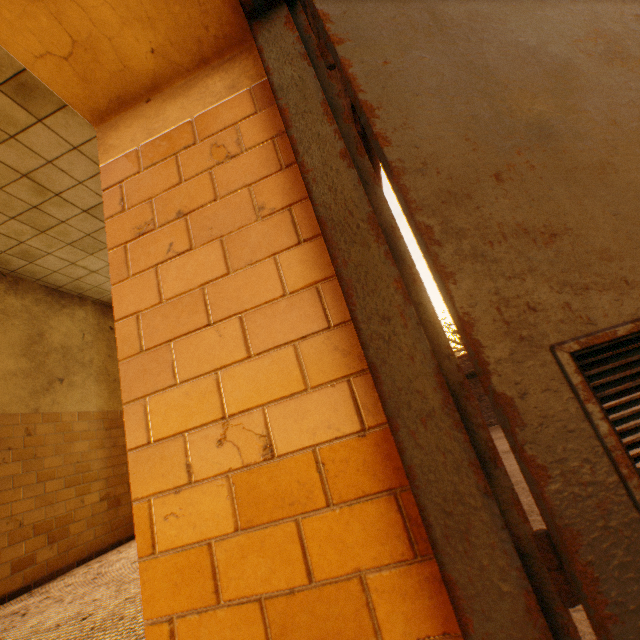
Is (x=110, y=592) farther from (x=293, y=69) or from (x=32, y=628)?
(x=293, y=69)
